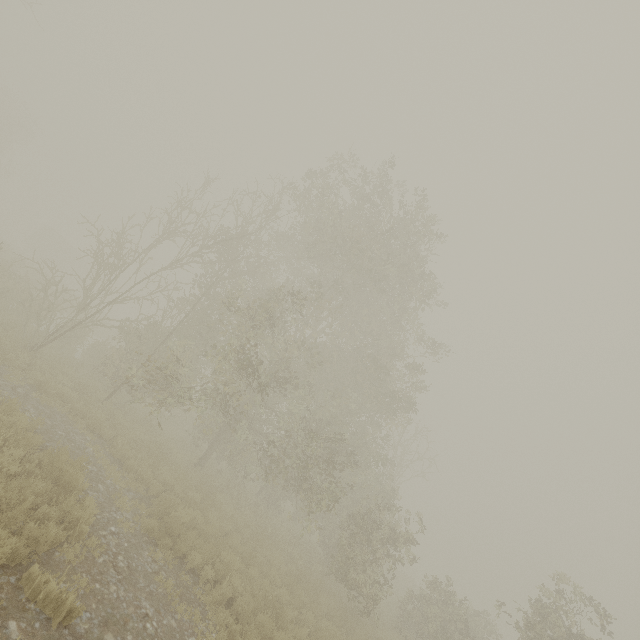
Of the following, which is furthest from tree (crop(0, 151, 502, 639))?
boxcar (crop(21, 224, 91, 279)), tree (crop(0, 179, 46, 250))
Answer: tree (crop(0, 179, 46, 250))

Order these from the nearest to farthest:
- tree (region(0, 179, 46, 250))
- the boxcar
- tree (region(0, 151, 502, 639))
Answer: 1. tree (region(0, 151, 502, 639))
2. the boxcar
3. tree (region(0, 179, 46, 250))

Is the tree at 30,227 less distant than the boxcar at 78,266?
No

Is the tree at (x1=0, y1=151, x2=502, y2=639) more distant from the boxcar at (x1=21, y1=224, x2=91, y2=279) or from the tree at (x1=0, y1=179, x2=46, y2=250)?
the tree at (x1=0, y1=179, x2=46, y2=250)

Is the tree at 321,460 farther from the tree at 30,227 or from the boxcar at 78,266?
the tree at 30,227

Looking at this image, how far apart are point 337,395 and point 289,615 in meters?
8.0

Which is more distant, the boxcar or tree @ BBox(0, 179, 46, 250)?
tree @ BBox(0, 179, 46, 250)
